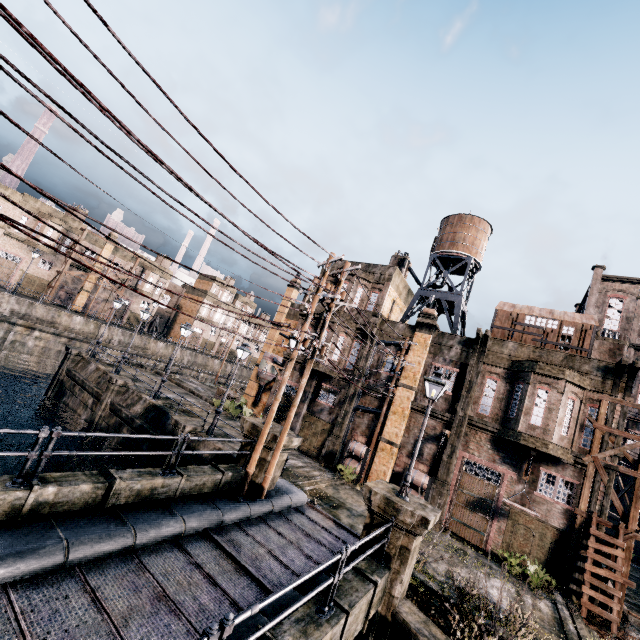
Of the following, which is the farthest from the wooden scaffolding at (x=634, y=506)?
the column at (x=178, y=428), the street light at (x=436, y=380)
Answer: the column at (x=178, y=428)

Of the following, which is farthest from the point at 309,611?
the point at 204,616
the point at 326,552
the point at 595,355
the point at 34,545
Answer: the point at 595,355

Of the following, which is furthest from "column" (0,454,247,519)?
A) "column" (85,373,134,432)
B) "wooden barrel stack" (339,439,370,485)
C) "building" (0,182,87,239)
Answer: "building" (0,182,87,239)

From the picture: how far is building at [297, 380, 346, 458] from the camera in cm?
2473

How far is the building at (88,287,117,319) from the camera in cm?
5185

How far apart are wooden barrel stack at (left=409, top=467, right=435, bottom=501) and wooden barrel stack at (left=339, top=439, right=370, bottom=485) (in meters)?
2.40

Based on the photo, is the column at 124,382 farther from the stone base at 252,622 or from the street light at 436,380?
the street light at 436,380

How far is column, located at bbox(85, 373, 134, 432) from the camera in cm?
2291
